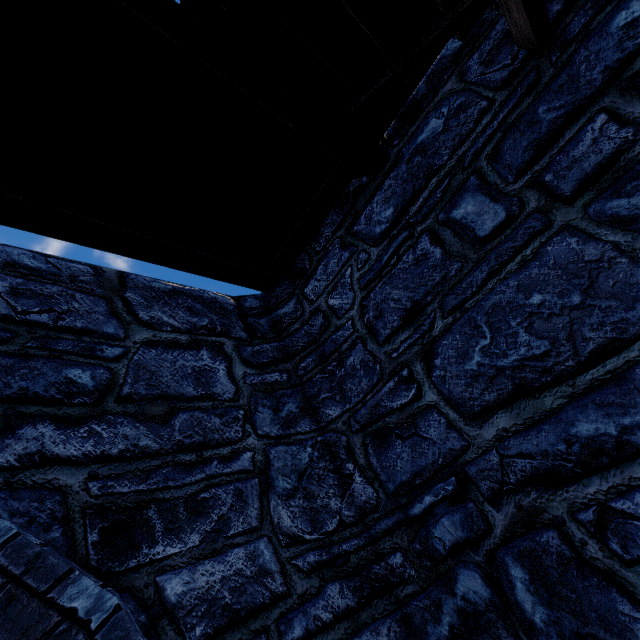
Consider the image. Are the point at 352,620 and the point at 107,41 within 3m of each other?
no
